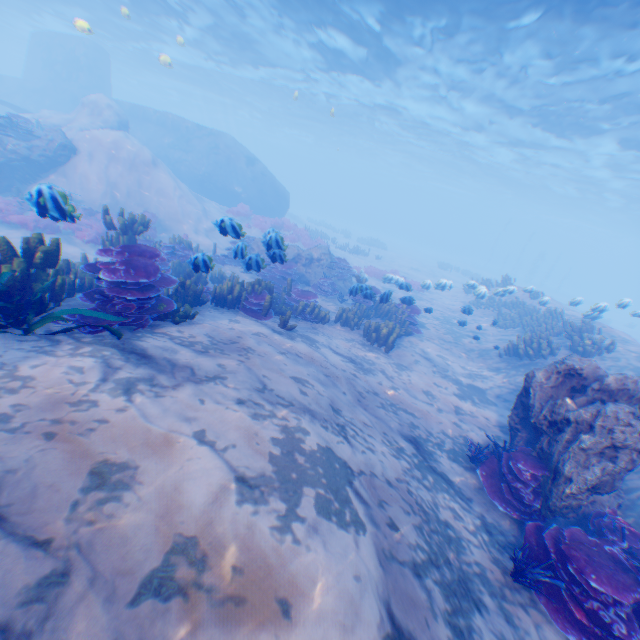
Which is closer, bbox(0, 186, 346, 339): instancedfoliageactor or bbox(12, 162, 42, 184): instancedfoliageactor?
bbox(0, 186, 346, 339): instancedfoliageactor

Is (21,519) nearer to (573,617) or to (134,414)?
(134,414)

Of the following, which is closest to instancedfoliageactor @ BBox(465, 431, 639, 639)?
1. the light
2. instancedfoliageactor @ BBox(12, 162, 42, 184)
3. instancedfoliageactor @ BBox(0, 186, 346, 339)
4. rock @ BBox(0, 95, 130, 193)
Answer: rock @ BBox(0, 95, 130, 193)

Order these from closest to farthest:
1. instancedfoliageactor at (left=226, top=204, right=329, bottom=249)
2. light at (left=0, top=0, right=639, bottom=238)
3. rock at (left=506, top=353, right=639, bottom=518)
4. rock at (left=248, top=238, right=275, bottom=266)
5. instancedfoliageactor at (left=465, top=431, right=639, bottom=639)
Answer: instancedfoliageactor at (left=465, top=431, right=639, bottom=639) < rock at (left=506, top=353, right=639, bottom=518) < rock at (left=248, top=238, right=275, bottom=266) < light at (left=0, top=0, right=639, bottom=238) < instancedfoliageactor at (left=226, top=204, right=329, bottom=249)

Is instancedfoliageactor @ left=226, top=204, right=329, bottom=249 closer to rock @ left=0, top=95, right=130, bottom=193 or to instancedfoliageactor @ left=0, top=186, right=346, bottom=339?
instancedfoliageactor @ left=0, top=186, right=346, bottom=339

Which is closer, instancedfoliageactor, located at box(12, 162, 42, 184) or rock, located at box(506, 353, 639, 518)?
rock, located at box(506, 353, 639, 518)

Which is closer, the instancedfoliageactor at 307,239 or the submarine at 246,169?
the instancedfoliageactor at 307,239

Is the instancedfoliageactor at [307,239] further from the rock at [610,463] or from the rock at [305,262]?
the rock at [610,463]
